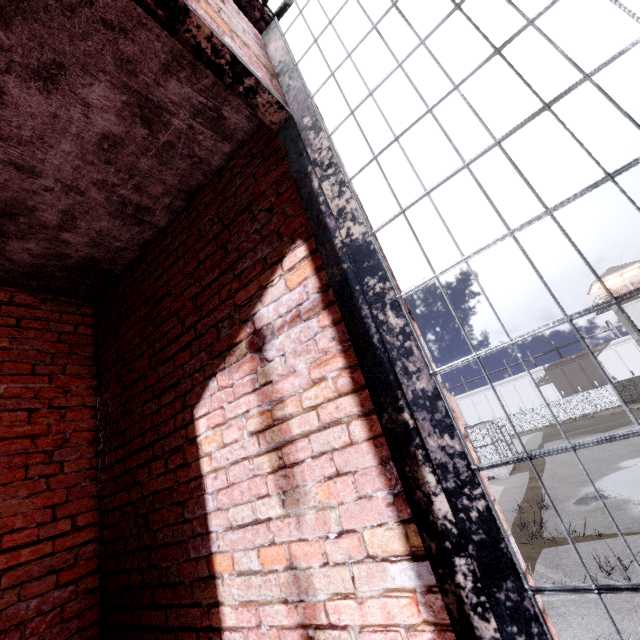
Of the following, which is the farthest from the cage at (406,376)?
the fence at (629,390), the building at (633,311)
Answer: the building at (633,311)

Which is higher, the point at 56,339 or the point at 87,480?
the point at 56,339

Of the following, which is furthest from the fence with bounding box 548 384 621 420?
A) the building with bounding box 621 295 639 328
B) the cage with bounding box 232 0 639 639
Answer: the cage with bounding box 232 0 639 639

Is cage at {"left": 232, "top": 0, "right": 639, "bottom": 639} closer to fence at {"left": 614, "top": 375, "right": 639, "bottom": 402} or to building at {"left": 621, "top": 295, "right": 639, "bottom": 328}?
fence at {"left": 614, "top": 375, "right": 639, "bottom": 402}

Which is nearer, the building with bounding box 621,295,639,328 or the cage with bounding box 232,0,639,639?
the cage with bounding box 232,0,639,639

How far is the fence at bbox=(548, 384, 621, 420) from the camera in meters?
42.5
